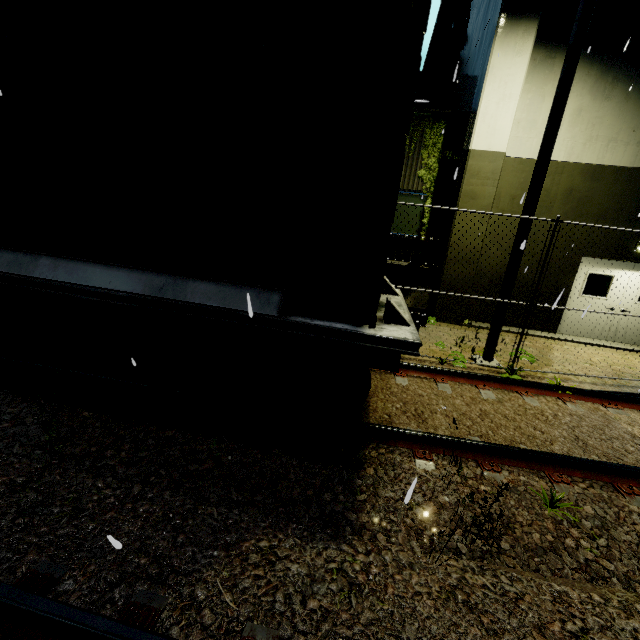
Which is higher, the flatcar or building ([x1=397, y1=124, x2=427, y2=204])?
building ([x1=397, y1=124, x2=427, y2=204])

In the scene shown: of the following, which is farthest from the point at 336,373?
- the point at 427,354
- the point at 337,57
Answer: the point at 427,354

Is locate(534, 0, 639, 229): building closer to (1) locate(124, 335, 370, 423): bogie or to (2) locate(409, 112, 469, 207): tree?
(2) locate(409, 112, 469, 207): tree

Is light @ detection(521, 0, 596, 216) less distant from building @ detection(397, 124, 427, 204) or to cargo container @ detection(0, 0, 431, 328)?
building @ detection(397, 124, 427, 204)

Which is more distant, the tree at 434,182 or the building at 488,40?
the tree at 434,182

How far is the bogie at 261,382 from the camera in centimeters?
337cm

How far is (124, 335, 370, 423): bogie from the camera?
3.4m

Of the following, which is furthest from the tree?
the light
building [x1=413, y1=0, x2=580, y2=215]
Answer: the light
